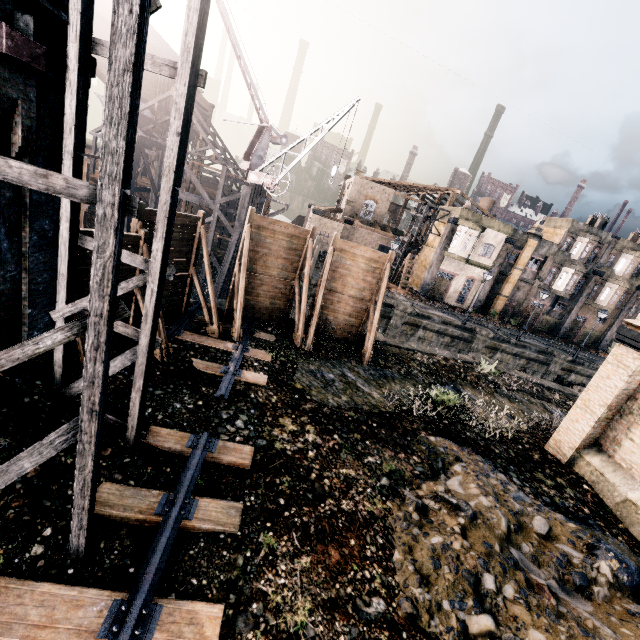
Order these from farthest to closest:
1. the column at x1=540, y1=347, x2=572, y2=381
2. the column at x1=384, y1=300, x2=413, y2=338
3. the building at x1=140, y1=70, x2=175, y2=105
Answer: the building at x1=140, y1=70, x2=175, y2=105, the column at x1=540, y1=347, x2=572, y2=381, the column at x1=384, y1=300, x2=413, y2=338

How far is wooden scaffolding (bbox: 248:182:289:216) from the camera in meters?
23.9

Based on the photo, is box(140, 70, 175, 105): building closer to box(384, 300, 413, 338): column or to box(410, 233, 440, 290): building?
box(384, 300, 413, 338): column

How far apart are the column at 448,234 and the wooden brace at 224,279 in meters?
23.3 m

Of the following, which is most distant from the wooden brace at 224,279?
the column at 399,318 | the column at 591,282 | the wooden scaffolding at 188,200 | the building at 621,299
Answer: the building at 621,299

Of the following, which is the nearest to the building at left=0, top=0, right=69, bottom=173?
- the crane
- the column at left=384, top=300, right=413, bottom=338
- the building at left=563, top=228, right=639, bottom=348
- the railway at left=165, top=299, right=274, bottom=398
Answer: the railway at left=165, top=299, right=274, bottom=398

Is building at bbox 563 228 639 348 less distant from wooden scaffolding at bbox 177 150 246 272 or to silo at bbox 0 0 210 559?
wooden scaffolding at bbox 177 150 246 272

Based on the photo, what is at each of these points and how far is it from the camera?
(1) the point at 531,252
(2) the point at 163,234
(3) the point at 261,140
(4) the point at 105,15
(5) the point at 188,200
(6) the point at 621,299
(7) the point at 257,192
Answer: (1) building, 39.03m
(2) silo, 6.09m
(3) crane, 28.67m
(4) building, 36.12m
(5) wooden scaffolding, 32.06m
(6) building, 42.41m
(7) wooden scaffolding, 27.58m
